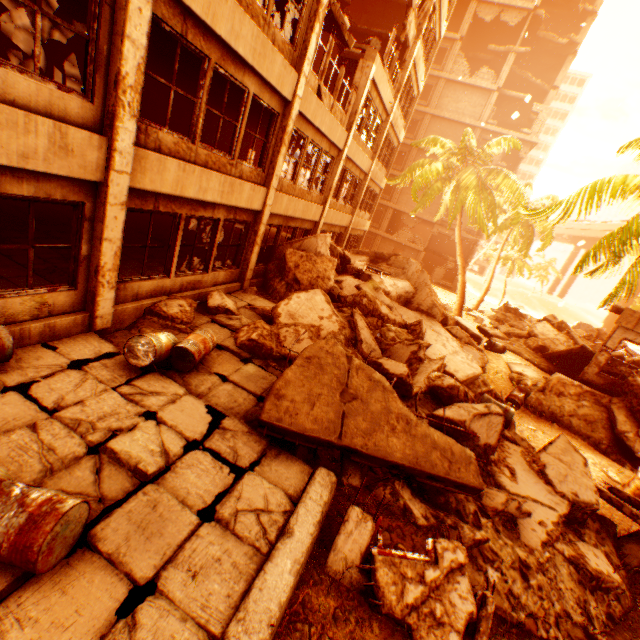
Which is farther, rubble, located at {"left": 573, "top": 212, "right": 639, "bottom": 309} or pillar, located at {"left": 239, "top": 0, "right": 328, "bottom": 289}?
pillar, located at {"left": 239, "top": 0, "right": 328, "bottom": 289}

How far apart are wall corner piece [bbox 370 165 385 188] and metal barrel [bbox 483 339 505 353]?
10.9m

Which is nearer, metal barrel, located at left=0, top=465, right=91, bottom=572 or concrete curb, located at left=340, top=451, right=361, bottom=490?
metal barrel, located at left=0, top=465, right=91, bottom=572

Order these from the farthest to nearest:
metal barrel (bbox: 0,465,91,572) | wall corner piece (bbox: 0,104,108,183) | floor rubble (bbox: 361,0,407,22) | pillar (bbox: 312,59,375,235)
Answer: floor rubble (bbox: 361,0,407,22)
pillar (bbox: 312,59,375,235)
wall corner piece (bbox: 0,104,108,183)
metal barrel (bbox: 0,465,91,572)

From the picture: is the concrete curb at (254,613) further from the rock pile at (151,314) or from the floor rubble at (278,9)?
the floor rubble at (278,9)

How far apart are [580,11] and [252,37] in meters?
40.7 m

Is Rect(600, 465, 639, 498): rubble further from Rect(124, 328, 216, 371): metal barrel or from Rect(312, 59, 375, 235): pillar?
Rect(124, 328, 216, 371): metal barrel

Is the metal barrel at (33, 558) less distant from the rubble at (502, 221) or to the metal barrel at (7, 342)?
the metal barrel at (7, 342)
